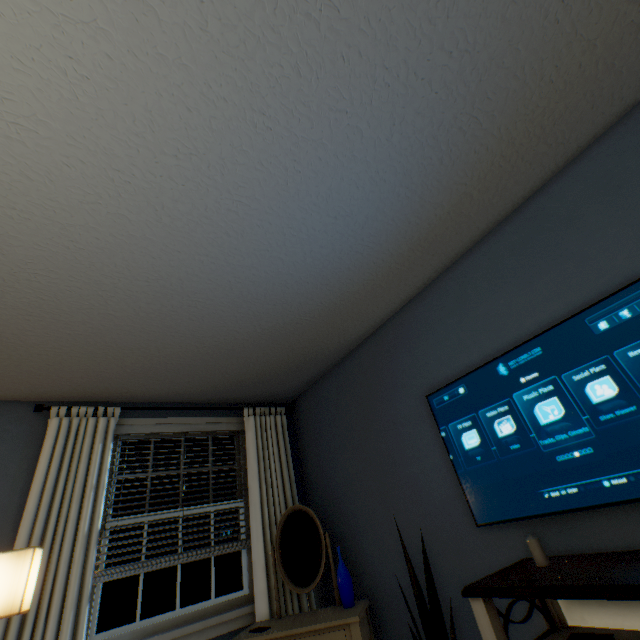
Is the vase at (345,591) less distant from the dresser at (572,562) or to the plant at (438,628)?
the plant at (438,628)

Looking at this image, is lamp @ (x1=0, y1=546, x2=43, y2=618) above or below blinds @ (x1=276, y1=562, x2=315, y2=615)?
above

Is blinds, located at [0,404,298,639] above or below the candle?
above

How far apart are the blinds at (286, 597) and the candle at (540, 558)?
2.0 meters

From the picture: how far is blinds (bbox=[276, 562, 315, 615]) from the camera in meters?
2.4 m

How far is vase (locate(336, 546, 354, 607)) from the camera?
2.1m

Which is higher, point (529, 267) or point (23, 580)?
point (529, 267)

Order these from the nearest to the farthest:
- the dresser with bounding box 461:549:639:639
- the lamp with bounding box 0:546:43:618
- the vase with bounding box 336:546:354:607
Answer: the dresser with bounding box 461:549:639:639, the lamp with bounding box 0:546:43:618, the vase with bounding box 336:546:354:607
